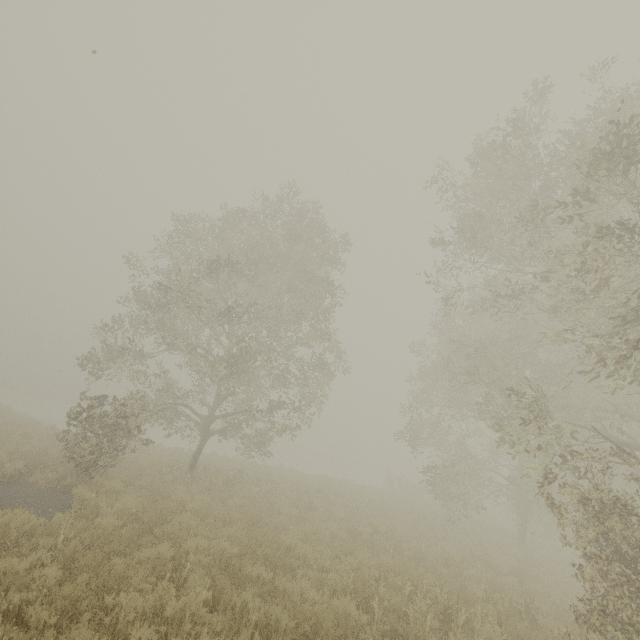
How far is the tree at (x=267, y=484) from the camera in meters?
14.3 m

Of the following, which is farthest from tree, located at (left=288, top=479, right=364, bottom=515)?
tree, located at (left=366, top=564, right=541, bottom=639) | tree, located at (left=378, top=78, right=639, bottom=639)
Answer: tree, located at (left=378, top=78, right=639, bottom=639)

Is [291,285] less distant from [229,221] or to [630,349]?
[229,221]

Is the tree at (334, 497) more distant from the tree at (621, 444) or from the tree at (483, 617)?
the tree at (621, 444)

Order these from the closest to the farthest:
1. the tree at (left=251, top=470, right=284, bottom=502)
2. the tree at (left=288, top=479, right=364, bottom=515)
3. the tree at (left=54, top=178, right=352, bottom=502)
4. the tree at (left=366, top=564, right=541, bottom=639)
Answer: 1. the tree at (left=366, top=564, right=541, bottom=639)
2. the tree at (left=54, top=178, right=352, bottom=502)
3. the tree at (left=251, top=470, right=284, bottom=502)
4. the tree at (left=288, top=479, right=364, bottom=515)

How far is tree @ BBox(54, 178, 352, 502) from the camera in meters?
12.1

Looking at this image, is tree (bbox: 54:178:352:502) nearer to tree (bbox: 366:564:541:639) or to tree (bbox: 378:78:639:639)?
tree (bbox: 366:564:541:639)
